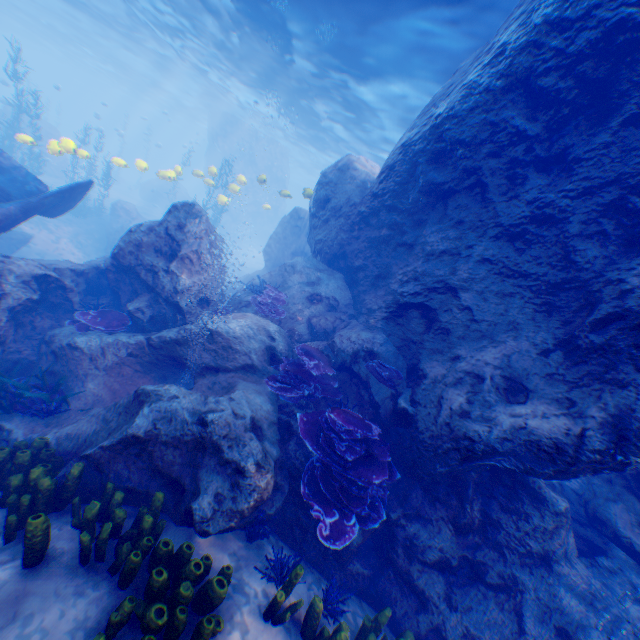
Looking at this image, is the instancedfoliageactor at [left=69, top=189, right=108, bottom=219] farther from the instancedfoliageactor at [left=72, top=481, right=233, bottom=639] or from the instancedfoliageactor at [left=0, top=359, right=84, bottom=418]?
the instancedfoliageactor at [left=72, top=481, right=233, bottom=639]

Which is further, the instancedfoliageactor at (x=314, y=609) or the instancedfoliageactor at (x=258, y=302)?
the instancedfoliageactor at (x=258, y=302)

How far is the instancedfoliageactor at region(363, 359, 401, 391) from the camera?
6.7 meters

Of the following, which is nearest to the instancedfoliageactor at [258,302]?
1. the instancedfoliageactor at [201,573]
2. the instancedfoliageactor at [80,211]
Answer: the instancedfoliageactor at [201,573]

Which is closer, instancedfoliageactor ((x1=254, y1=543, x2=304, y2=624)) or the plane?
instancedfoliageactor ((x1=254, y1=543, x2=304, y2=624))

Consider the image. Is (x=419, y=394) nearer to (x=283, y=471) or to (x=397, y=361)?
(x=397, y=361)

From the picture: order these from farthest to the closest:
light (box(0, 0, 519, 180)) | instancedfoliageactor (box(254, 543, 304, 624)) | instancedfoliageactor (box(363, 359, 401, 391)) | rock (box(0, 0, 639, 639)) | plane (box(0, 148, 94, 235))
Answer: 1. light (box(0, 0, 519, 180))
2. plane (box(0, 148, 94, 235))
3. instancedfoliageactor (box(363, 359, 401, 391))
4. rock (box(0, 0, 639, 639))
5. instancedfoliageactor (box(254, 543, 304, 624))

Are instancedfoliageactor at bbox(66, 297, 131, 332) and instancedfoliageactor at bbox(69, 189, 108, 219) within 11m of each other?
no
